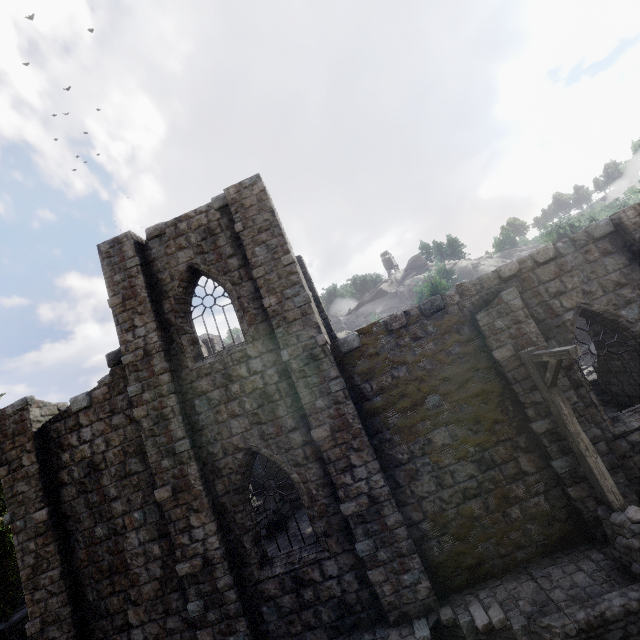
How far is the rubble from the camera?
15.8m

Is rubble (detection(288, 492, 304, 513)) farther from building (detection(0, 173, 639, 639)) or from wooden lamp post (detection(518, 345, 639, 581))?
wooden lamp post (detection(518, 345, 639, 581))

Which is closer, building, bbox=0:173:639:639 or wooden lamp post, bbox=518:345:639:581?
wooden lamp post, bbox=518:345:639:581

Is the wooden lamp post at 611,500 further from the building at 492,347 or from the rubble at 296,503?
the rubble at 296,503

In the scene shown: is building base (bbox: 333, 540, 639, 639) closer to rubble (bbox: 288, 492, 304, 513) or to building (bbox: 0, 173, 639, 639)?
building (bbox: 0, 173, 639, 639)

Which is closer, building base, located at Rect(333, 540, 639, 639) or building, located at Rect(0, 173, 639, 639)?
building base, located at Rect(333, 540, 639, 639)

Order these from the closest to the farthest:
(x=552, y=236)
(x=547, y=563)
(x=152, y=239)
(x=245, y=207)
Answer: (x=547, y=563), (x=245, y=207), (x=152, y=239), (x=552, y=236)

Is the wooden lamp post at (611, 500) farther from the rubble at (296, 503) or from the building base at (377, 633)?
the rubble at (296, 503)
